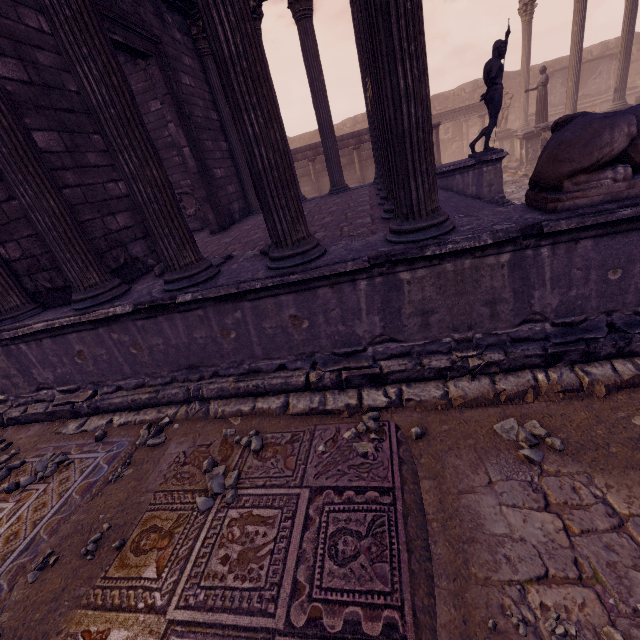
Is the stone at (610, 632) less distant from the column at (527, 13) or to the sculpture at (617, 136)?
the sculpture at (617, 136)

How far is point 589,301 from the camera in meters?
3.3 m

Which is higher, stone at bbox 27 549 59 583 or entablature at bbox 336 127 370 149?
entablature at bbox 336 127 370 149

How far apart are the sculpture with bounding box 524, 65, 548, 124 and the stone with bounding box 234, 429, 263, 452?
18.28m

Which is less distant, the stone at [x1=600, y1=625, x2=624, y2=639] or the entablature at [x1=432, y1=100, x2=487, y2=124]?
the stone at [x1=600, y1=625, x2=624, y2=639]

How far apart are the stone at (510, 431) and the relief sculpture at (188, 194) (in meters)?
9.82

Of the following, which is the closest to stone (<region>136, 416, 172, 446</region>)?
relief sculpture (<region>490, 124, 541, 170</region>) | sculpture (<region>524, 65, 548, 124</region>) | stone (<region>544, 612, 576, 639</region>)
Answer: stone (<region>544, 612, 576, 639</region>)

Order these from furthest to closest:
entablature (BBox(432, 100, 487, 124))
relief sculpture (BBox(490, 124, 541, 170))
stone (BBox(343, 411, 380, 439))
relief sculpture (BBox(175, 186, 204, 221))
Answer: entablature (BBox(432, 100, 487, 124))
relief sculpture (BBox(490, 124, 541, 170))
relief sculpture (BBox(175, 186, 204, 221))
stone (BBox(343, 411, 380, 439))
